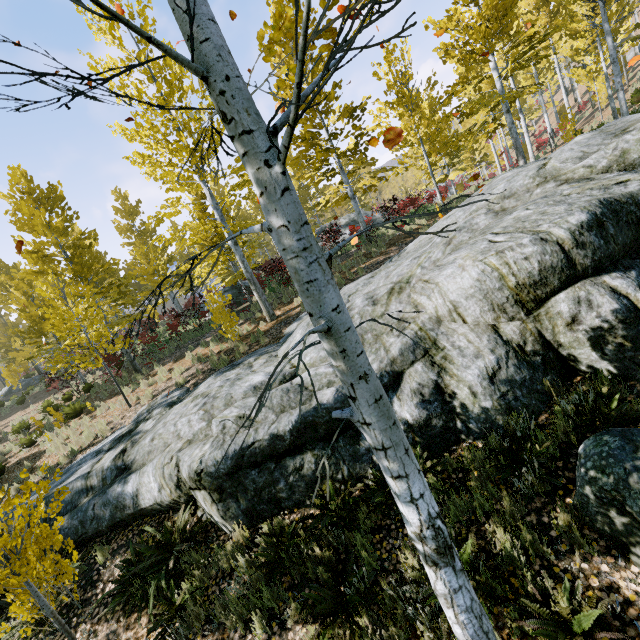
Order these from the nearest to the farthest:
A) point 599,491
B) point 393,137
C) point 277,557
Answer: point 393,137 → point 599,491 → point 277,557

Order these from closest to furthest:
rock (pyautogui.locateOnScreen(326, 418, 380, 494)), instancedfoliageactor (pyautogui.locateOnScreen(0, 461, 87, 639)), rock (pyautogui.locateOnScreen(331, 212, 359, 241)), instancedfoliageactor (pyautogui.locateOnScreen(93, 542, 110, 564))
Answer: instancedfoliageactor (pyautogui.locateOnScreen(0, 461, 87, 639))
rock (pyautogui.locateOnScreen(326, 418, 380, 494))
instancedfoliageactor (pyautogui.locateOnScreen(93, 542, 110, 564))
rock (pyautogui.locateOnScreen(331, 212, 359, 241))

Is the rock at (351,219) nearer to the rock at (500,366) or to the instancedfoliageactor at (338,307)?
the instancedfoliageactor at (338,307)

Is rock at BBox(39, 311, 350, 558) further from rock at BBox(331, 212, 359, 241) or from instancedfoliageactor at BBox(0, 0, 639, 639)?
rock at BBox(331, 212, 359, 241)

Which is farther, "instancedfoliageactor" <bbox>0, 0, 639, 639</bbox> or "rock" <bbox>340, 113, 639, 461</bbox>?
"rock" <bbox>340, 113, 639, 461</bbox>

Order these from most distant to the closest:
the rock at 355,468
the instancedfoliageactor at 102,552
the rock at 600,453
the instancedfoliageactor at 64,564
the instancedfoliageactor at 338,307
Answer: the instancedfoliageactor at 102,552
the rock at 355,468
the instancedfoliageactor at 64,564
the rock at 600,453
the instancedfoliageactor at 338,307

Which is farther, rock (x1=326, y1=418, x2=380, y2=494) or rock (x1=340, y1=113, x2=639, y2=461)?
rock (x1=326, y1=418, x2=380, y2=494)
